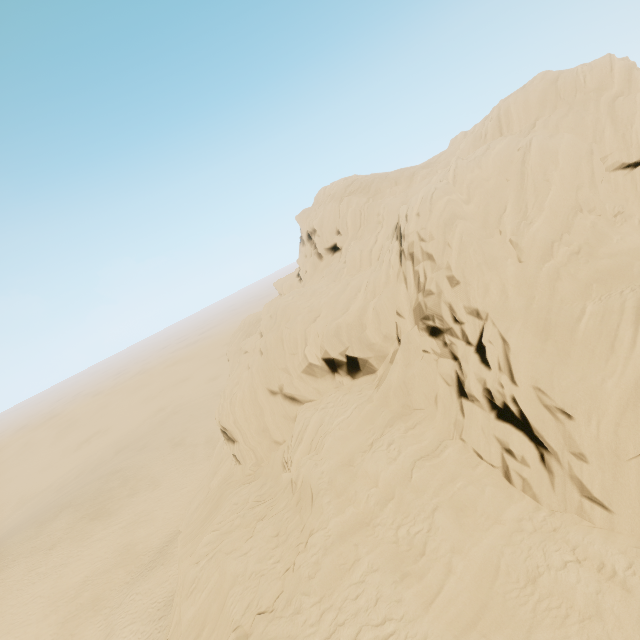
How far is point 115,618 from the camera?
27.2 meters
